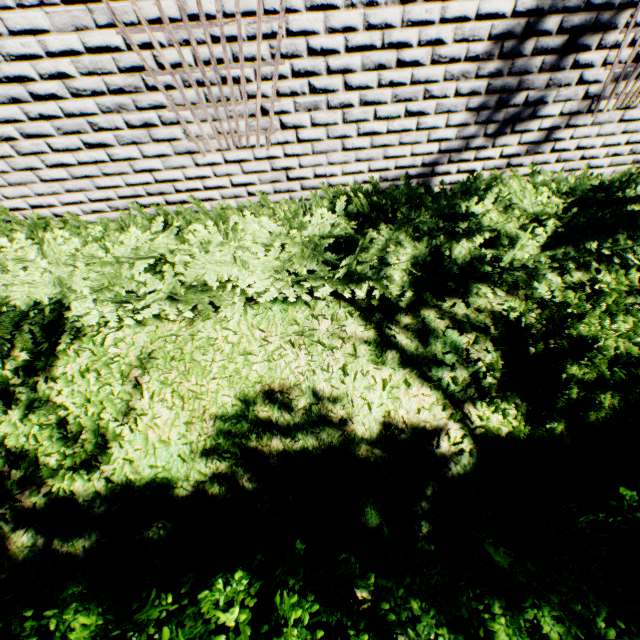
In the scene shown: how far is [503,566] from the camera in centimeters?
165cm

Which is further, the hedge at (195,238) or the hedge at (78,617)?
the hedge at (195,238)

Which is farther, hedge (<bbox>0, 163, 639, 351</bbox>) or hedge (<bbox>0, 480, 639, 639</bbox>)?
hedge (<bbox>0, 163, 639, 351</bbox>)
